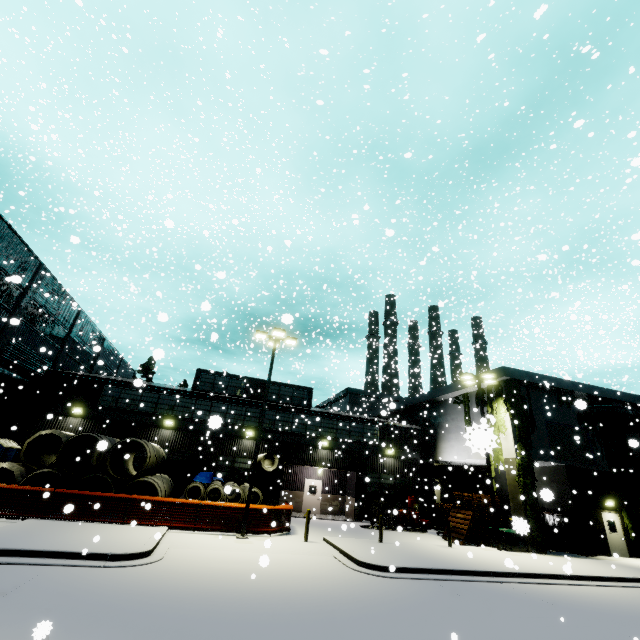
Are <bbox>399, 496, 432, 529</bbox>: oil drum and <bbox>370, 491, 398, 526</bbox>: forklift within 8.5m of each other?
yes

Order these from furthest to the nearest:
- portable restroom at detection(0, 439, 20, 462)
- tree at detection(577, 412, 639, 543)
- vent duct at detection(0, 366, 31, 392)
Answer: tree at detection(577, 412, 639, 543), vent duct at detection(0, 366, 31, 392), portable restroom at detection(0, 439, 20, 462)

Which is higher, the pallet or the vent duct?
the vent duct

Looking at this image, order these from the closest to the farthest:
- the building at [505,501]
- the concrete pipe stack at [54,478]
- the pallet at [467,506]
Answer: the building at [505,501] → the concrete pipe stack at [54,478] → the pallet at [467,506]

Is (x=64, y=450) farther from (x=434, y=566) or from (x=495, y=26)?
(x=495, y=26)

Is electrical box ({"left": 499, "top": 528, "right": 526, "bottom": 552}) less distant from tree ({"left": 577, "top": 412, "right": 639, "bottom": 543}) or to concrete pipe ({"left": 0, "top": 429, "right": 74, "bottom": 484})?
tree ({"left": 577, "top": 412, "right": 639, "bottom": 543})

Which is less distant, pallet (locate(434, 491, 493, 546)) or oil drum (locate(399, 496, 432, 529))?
pallet (locate(434, 491, 493, 546))

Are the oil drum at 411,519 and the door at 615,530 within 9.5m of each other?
no
